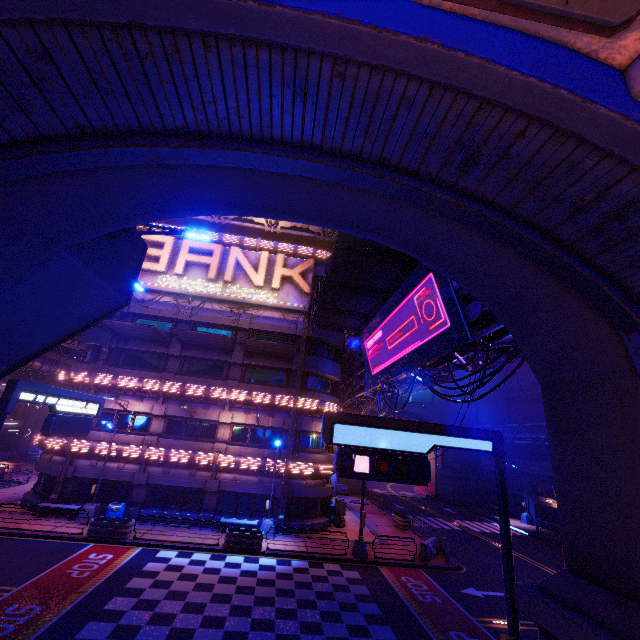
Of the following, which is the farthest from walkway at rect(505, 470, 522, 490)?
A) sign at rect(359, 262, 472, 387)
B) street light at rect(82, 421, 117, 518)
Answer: street light at rect(82, 421, 117, 518)

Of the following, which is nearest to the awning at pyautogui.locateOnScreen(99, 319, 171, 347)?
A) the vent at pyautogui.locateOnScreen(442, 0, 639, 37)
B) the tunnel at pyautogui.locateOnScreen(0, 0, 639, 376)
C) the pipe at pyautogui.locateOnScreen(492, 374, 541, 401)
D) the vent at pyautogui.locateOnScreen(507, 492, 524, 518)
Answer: the pipe at pyautogui.locateOnScreen(492, 374, 541, 401)

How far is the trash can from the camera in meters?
20.7

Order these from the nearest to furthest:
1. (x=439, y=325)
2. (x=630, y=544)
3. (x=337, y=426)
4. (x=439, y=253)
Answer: (x=630, y=544) → (x=439, y=253) → (x=337, y=426) → (x=439, y=325)

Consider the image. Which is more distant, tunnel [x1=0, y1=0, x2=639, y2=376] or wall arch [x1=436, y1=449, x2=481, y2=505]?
wall arch [x1=436, y1=449, x2=481, y2=505]

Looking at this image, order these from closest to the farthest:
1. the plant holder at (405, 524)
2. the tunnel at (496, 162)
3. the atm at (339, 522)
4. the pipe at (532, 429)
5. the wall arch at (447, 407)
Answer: the tunnel at (496, 162), the atm at (339, 522), the plant holder at (405, 524), the pipe at (532, 429), the wall arch at (447, 407)

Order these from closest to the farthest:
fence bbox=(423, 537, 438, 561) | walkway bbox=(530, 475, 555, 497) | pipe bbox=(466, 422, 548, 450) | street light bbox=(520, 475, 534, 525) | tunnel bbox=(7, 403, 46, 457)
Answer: fence bbox=(423, 537, 438, 561), walkway bbox=(530, 475, 555, 497), pipe bbox=(466, 422, 548, 450), street light bbox=(520, 475, 534, 525), tunnel bbox=(7, 403, 46, 457)

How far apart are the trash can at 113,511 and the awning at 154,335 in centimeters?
1091cm
